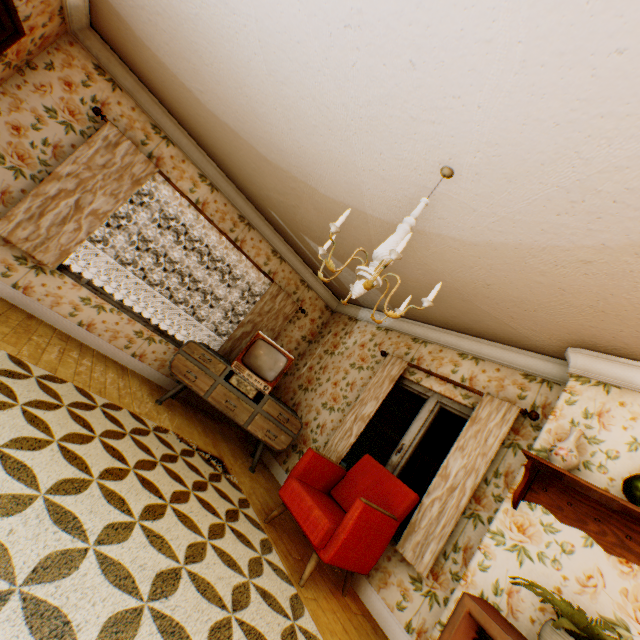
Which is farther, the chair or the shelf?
the chair

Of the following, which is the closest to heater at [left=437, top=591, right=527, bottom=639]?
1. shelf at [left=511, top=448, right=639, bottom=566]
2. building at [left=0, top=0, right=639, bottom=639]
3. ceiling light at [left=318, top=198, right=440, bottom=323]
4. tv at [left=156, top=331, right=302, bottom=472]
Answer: building at [left=0, top=0, right=639, bottom=639]

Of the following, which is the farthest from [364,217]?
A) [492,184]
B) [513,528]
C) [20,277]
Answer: [20,277]

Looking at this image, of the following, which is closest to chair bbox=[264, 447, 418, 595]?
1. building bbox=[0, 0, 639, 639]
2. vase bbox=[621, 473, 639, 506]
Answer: building bbox=[0, 0, 639, 639]

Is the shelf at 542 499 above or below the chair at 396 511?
above

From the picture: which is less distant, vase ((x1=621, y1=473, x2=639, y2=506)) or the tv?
vase ((x1=621, y1=473, x2=639, y2=506))

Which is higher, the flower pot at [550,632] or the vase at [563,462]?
the vase at [563,462]

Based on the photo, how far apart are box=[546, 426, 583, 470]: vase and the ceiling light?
1.7 meters
